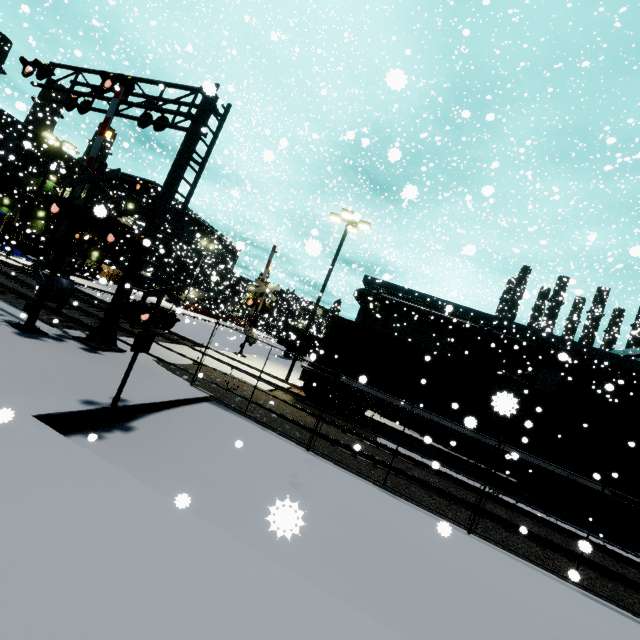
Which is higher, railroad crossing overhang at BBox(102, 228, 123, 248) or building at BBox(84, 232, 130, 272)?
building at BBox(84, 232, 130, 272)

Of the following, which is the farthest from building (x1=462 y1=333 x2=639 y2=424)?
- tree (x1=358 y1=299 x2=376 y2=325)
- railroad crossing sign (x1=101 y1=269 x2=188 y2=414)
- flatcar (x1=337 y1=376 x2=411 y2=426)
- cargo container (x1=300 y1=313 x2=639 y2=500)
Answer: railroad crossing sign (x1=101 y1=269 x2=188 y2=414)

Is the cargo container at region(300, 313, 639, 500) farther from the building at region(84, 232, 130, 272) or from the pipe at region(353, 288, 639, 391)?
the building at region(84, 232, 130, 272)

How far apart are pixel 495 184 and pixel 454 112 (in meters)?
9.22

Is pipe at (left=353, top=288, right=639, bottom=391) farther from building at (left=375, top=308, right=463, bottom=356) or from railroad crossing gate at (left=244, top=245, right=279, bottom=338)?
railroad crossing gate at (left=244, top=245, right=279, bottom=338)

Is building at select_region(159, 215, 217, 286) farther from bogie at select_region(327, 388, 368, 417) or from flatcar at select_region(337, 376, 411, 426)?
bogie at select_region(327, 388, 368, 417)

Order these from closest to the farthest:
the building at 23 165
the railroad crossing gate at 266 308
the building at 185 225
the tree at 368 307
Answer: the railroad crossing gate at 266 308 < the tree at 368 307 < the building at 23 165 < the building at 185 225

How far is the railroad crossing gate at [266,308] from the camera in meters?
20.3
